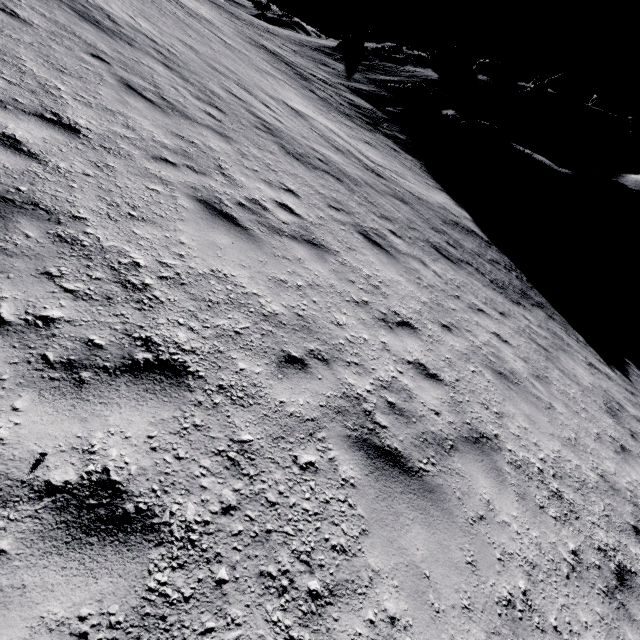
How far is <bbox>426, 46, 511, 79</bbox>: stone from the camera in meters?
42.5 m

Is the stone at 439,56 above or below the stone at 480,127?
above

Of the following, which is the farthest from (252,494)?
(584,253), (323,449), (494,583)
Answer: (584,253)

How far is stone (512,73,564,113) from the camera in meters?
34.6

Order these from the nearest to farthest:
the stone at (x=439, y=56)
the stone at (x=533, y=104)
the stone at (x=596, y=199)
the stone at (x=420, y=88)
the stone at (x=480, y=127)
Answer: the stone at (x=596, y=199)
the stone at (x=480, y=127)
the stone at (x=420, y=88)
the stone at (x=533, y=104)
the stone at (x=439, y=56)

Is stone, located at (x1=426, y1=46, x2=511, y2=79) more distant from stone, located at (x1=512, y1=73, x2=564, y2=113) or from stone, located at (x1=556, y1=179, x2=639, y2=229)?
stone, located at (x1=556, y1=179, x2=639, y2=229)

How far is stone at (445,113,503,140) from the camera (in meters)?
25.47

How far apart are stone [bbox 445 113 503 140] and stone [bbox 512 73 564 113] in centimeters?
1390cm
